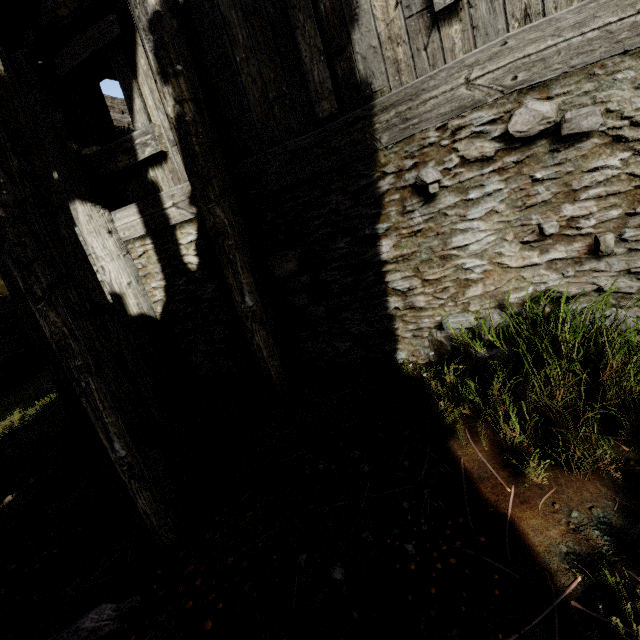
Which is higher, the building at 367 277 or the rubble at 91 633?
the building at 367 277

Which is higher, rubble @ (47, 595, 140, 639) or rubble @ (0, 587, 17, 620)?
rubble @ (47, 595, 140, 639)

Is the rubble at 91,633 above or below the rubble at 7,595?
above

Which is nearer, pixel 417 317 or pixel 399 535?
pixel 399 535

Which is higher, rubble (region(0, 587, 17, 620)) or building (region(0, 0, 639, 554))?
building (region(0, 0, 639, 554))
